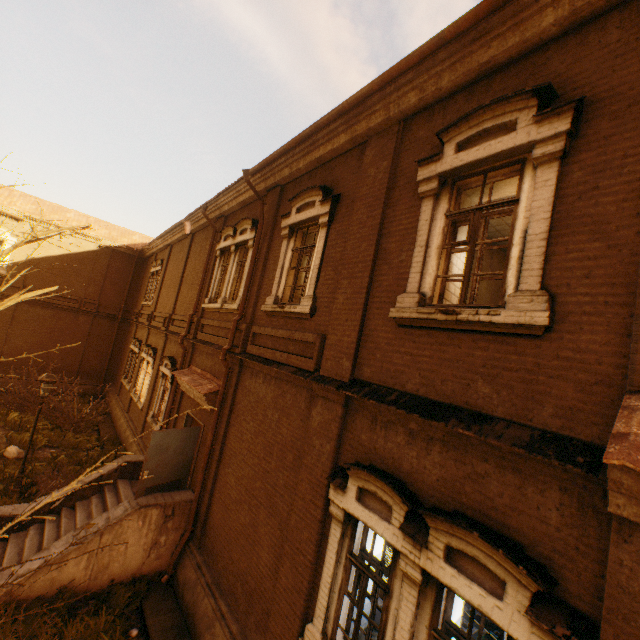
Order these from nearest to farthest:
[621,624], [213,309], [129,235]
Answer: [621,624], [213,309], [129,235]

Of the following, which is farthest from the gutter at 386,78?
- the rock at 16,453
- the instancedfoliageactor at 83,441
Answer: the rock at 16,453

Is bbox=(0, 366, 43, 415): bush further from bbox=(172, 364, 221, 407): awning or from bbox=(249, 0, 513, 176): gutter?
bbox=(249, 0, 513, 176): gutter

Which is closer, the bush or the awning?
the awning

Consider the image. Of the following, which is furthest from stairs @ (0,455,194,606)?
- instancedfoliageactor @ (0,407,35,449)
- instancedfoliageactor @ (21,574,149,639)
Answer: instancedfoliageactor @ (0,407,35,449)

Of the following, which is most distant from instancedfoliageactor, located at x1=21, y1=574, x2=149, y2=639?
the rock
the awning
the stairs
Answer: the rock

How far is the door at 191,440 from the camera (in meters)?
8.13

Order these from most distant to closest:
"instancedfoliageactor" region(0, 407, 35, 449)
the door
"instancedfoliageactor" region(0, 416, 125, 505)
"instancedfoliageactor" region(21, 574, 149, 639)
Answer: "instancedfoliageactor" region(0, 407, 35, 449) → "instancedfoliageactor" region(0, 416, 125, 505) → the door → "instancedfoliageactor" region(21, 574, 149, 639)
